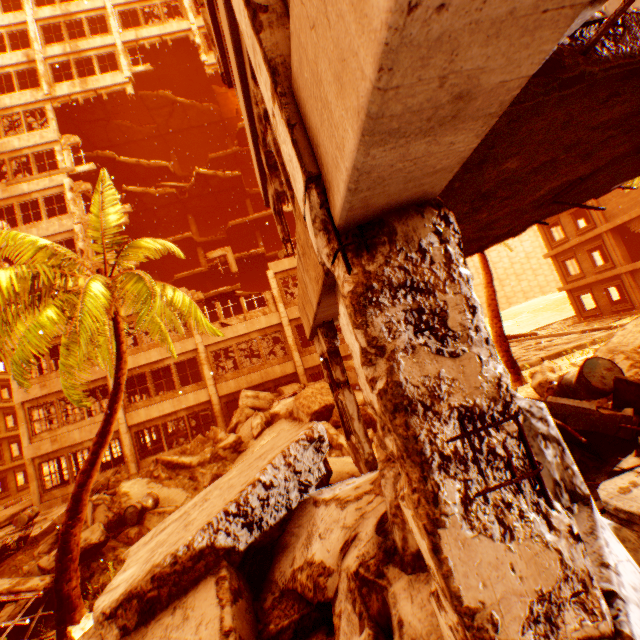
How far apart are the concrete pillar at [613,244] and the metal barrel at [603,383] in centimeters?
2355cm

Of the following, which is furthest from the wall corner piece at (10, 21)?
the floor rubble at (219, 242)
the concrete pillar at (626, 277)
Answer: the concrete pillar at (626, 277)

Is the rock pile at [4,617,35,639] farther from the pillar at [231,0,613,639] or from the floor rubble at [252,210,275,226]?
the floor rubble at [252,210,275,226]

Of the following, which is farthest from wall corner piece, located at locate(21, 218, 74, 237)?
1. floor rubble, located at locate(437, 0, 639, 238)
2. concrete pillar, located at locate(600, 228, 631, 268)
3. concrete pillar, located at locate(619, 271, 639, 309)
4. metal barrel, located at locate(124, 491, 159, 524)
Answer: concrete pillar, located at locate(600, 228, 631, 268)

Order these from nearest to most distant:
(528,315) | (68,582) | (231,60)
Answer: (231,60), (68,582), (528,315)

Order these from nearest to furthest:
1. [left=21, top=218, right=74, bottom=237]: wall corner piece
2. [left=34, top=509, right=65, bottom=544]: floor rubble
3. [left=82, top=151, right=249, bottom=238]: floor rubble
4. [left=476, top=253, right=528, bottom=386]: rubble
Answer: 1. [left=34, top=509, right=65, bottom=544]: floor rubble
2. [left=476, top=253, right=528, bottom=386]: rubble
3. [left=21, top=218, right=74, bottom=237]: wall corner piece
4. [left=82, top=151, right=249, bottom=238]: floor rubble

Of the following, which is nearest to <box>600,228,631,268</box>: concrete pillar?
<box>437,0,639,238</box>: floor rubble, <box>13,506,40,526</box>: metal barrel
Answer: <box>437,0,639,238</box>: floor rubble

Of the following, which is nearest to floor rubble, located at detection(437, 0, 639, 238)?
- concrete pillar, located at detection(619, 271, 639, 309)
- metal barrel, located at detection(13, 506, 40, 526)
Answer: metal barrel, located at detection(13, 506, 40, 526)
